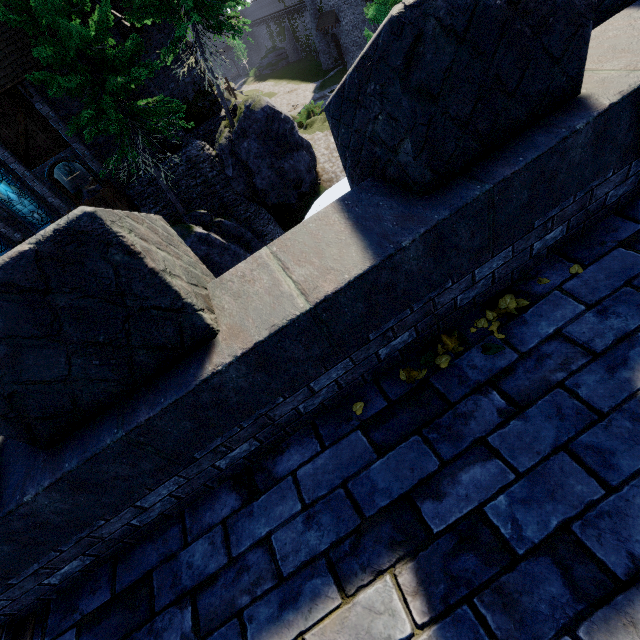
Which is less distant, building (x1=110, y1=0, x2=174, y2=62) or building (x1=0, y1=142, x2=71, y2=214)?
building (x1=110, y1=0, x2=174, y2=62)

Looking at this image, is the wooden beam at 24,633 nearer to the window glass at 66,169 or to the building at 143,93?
the building at 143,93

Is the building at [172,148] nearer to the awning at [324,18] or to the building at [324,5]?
the building at [324,5]

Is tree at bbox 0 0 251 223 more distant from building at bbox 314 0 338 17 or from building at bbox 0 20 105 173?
building at bbox 314 0 338 17

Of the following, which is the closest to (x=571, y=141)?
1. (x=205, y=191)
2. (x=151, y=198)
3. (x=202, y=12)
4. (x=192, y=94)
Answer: (x=202, y=12)

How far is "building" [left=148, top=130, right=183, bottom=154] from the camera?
18.3m

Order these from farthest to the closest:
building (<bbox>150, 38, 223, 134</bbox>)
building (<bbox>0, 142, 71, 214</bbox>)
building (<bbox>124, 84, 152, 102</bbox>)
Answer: building (<bbox>150, 38, 223, 134</bbox>) → building (<bbox>124, 84, 152, 102</bbox>) → building (<bbox>0, 142, 71, 214</bbox>)

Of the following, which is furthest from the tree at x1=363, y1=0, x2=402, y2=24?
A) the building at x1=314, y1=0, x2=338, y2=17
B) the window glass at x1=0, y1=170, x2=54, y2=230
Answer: the window glass at x1=0, y1=170, x2=54, y2=230
